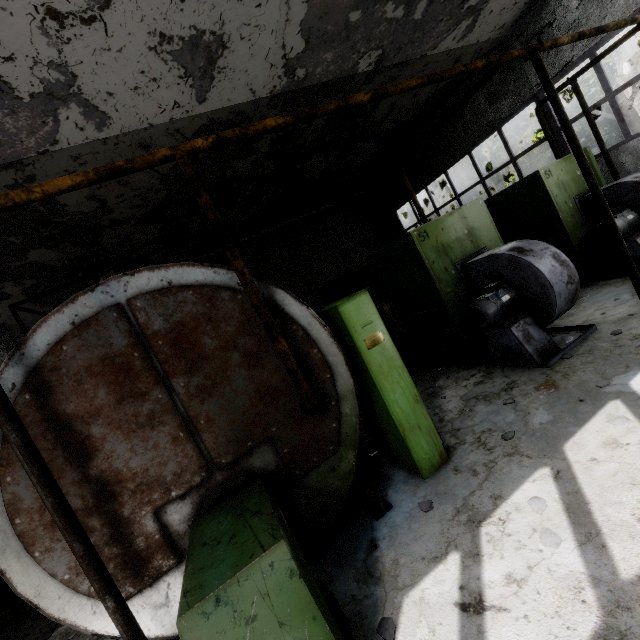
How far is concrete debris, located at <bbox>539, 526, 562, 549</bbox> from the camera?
2.5m

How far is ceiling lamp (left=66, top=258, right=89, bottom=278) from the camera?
9.0m

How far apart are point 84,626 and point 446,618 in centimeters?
310cm

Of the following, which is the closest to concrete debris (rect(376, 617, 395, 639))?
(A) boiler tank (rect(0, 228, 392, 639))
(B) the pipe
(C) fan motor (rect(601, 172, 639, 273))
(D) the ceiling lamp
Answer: (A) boiler tank (rect(0, 228, 392, 639))

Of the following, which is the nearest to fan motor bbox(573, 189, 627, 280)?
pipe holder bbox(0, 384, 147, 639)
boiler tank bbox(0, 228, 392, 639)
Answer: boiler tank bbox(0, 228, 392, 639)

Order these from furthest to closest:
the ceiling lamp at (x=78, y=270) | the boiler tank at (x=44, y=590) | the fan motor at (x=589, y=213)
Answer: the ceiling lamp at (x=78, y=270) → the fan motor at (x=589, y=213) → the boiler tank at (x=44, y=590)

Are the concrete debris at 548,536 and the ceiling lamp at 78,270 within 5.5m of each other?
no

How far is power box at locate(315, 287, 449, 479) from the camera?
3.94m
